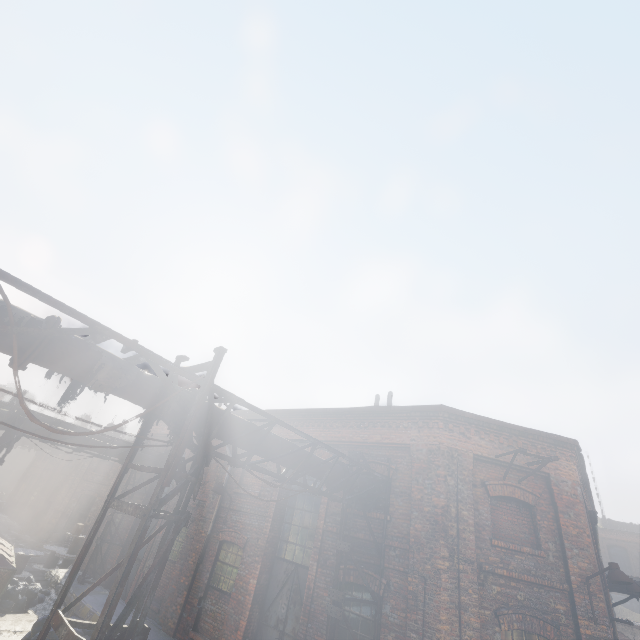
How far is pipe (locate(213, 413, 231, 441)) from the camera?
5.8 meters

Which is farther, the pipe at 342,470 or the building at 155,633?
the building at 155,633

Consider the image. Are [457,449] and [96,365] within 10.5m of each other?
yes

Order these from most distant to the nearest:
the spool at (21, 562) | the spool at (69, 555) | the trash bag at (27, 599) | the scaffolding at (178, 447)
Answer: the spool at (69, 555) → the spool at (21, 562) → the trash bag at (27, 599) → the scaffolding at (178, 447)

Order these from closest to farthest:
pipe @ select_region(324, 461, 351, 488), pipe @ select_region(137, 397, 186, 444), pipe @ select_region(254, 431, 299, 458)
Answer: pipe @ select_region(137, 397, 186, 444) → pipe @ select_region(254, 431, 299, 458) → pipe @ select_region(324, 461, 351, 488)

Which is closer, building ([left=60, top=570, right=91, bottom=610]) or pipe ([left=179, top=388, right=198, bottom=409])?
pipe ([left=179, top=388, right=198, bottom=409])

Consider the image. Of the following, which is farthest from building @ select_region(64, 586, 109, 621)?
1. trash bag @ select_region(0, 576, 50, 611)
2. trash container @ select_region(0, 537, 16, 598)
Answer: trash container @ select_region(0, 537, 16, 598)
